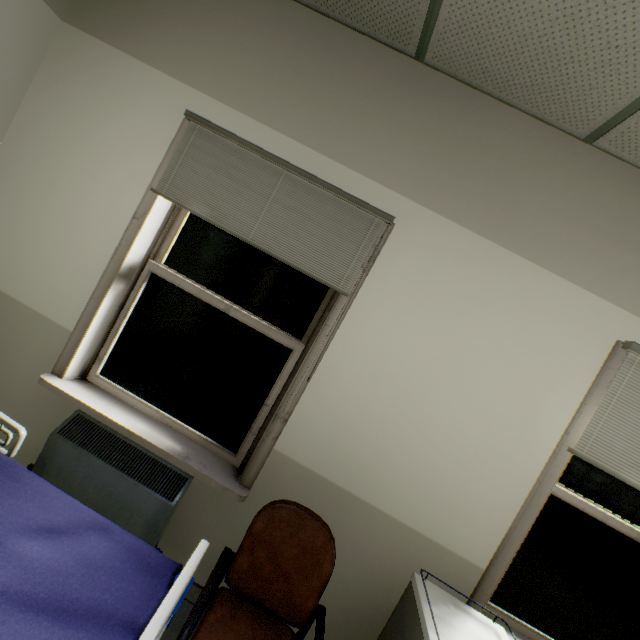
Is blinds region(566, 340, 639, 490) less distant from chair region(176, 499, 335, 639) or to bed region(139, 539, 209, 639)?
chair region(176, 499, 335, 639)

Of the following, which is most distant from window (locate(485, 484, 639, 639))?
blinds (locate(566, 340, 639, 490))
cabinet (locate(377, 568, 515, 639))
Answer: cabinet (locate(377, 568, 515, 639))

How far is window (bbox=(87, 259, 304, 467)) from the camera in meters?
2.0

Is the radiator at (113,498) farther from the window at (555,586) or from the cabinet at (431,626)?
the window at (555,586)

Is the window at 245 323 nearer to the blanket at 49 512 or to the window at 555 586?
the blanket at 49 512

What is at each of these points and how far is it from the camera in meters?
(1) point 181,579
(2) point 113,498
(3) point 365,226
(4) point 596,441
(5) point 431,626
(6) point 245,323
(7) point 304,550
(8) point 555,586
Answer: (1) bed, 1.1 m
(2) radiator, 1.7 m
(3) blinds, 1.8 m
(4) blinds, 1.7 m
(5) cabinet, 1.4 m
(6) window, 2.0 m
(7) chair, 1.5 m
(8) window, 1.9 m

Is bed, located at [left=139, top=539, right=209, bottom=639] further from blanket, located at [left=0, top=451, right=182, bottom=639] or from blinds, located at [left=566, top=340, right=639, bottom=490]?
blinds, located at [left=566, top=340, right=639, bottom=490]

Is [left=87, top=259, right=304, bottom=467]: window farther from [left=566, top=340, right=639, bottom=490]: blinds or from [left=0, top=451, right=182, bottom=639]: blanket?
[left=566, top=340, right=639, bottom=490]: blinds
